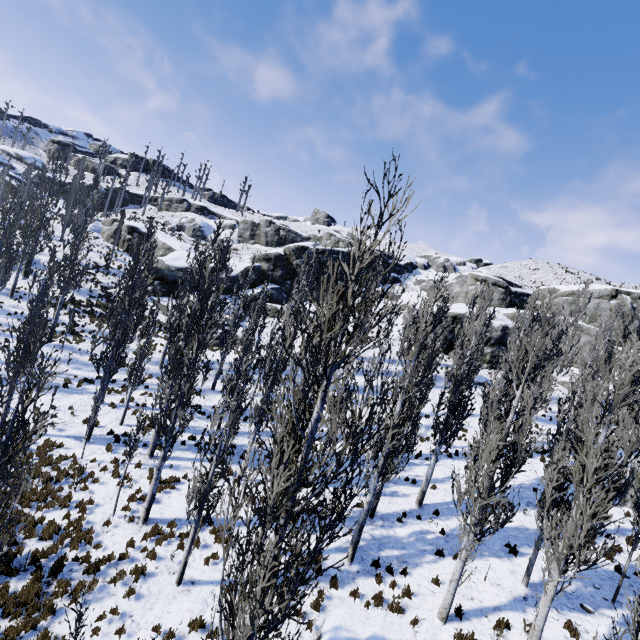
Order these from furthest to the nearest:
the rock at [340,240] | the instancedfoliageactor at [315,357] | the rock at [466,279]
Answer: the rock at [340,240], the rock at [466,279], the instancedfoliageactor at [315,357]

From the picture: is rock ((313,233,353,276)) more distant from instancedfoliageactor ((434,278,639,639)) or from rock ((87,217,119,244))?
instancedfoliageactor ((434,278,639,639))

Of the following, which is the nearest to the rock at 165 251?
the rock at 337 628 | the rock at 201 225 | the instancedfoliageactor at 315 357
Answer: the instancedfoliageactor at 315 357

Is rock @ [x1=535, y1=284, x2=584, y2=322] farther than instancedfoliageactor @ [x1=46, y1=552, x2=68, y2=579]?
Yes

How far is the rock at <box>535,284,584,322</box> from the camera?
40.3m

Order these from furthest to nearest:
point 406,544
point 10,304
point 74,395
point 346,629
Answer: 1. point 10,304
2. point 74,395
3. point 406,544
4. point 346,629
